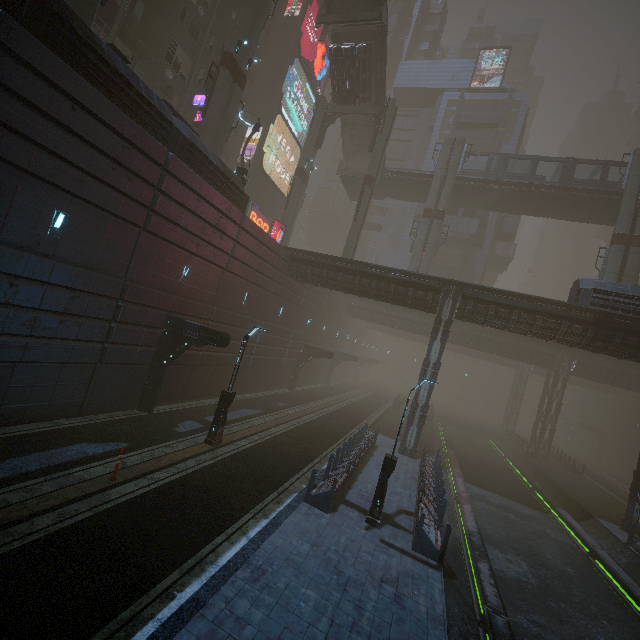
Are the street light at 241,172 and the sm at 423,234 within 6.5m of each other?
no

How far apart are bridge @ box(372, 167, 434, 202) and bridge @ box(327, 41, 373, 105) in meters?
7.6 m

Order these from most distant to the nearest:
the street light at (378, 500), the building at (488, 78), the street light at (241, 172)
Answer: the building at (488, 78)
the street light at (241, 172)
the street light at (378, 500)

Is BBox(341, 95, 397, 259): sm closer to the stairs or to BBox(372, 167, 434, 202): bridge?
the stairs

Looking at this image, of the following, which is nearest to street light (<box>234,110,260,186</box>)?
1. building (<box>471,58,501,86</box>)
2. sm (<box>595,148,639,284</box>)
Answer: sm (<box>595,148,639,284</box>)

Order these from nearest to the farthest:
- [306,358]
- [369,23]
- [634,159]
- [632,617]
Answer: [632,617] → [369,23] → [634,159] → [306,358]

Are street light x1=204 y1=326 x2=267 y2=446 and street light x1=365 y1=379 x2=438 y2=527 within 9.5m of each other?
yes

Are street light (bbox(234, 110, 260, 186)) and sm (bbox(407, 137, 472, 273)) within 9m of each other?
no
